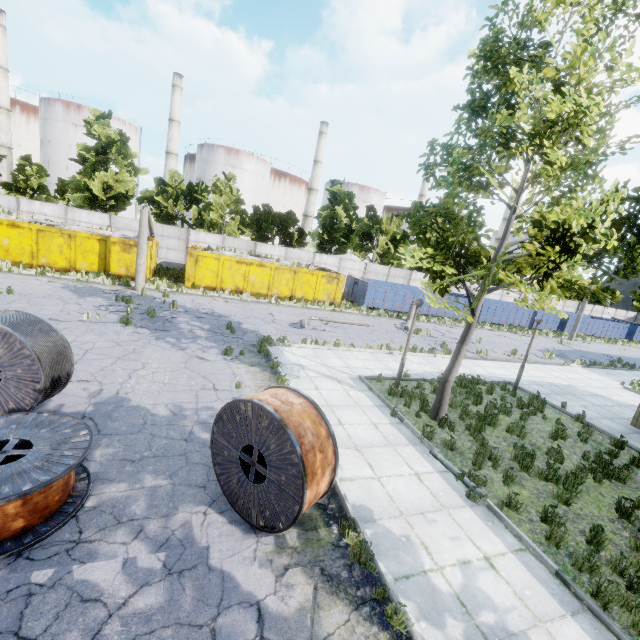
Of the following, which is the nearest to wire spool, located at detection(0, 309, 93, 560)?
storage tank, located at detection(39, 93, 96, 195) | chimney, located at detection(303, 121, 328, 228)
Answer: storage tank, located at detection(39, 93, 96, 195)

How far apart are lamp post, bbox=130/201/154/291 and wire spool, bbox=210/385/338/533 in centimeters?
1555cm

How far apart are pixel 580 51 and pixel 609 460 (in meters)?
10.87

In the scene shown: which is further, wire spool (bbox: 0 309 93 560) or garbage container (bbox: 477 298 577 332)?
garbage container (bbox: 477 298 577 332)

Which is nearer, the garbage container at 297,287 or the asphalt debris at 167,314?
the asphalt debris at 167,314

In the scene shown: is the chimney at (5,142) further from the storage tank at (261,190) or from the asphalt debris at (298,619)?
the asphalt debris at (298,619)

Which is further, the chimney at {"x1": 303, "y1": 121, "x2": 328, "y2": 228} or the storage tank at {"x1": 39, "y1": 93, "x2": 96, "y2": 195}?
the chimney at {"x1": 303, "y1": 121, "x2": 328, "y2": 228}

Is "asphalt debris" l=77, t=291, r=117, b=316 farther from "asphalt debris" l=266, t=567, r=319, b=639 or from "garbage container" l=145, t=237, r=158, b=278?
"asphalt debris" l=266, t=567, r=319, b=639
